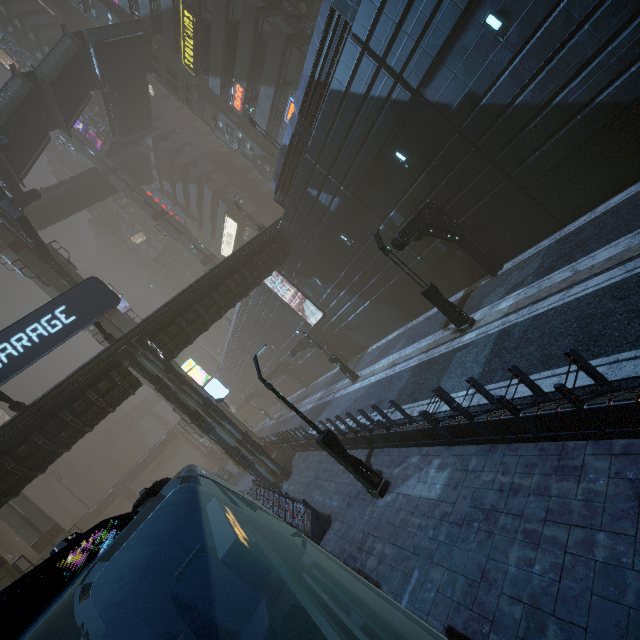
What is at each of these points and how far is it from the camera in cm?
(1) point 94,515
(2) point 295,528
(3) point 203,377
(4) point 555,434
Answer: (1) building, 5612
(2) building, 1234
(3) sign, 1902
(4) building, 602

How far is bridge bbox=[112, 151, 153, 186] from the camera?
46.6 meters

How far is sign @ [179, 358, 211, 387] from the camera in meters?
18.8 m

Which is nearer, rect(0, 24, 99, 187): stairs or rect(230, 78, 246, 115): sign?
rect(0, 24, 99, 187): stairs

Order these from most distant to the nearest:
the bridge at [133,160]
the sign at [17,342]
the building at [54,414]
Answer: the bridge at [133,160]
the building at [54,414]
the sign at [17,342]

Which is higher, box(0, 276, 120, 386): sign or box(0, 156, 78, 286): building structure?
box(0, 156, 78, 286): building structure

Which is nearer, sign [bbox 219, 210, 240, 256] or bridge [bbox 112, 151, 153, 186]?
bridge [bbox 112, 151, 153, 186]

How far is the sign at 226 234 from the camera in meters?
47.8 m
